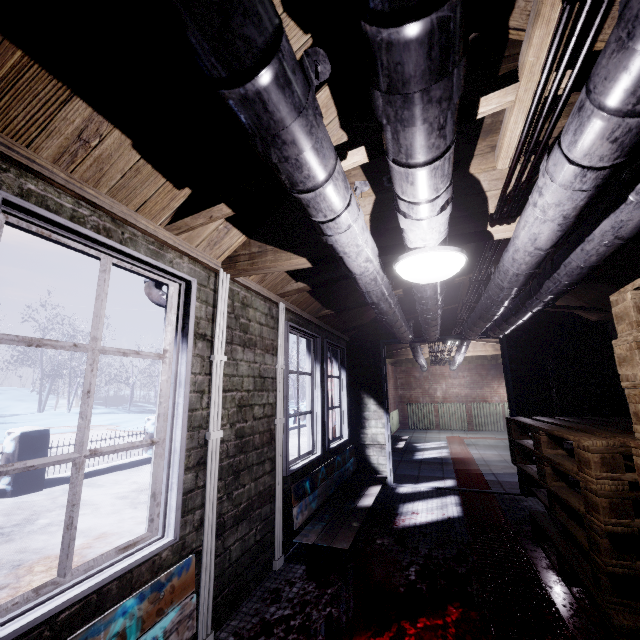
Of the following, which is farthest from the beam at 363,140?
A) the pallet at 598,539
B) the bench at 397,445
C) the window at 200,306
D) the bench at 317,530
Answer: the bench at 397,445

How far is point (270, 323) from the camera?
2.6 meters

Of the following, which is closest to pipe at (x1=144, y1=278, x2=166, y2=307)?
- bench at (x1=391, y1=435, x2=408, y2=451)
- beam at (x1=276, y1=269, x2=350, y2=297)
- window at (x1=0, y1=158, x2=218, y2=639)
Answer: window at (x1=0, y1=158, x2=218, y2=639)

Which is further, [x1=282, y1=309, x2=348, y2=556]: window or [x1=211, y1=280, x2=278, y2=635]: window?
[x1=282, y1=309, x2=348, y2=556]: window

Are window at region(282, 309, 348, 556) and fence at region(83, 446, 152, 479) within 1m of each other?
no

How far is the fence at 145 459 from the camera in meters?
5.7

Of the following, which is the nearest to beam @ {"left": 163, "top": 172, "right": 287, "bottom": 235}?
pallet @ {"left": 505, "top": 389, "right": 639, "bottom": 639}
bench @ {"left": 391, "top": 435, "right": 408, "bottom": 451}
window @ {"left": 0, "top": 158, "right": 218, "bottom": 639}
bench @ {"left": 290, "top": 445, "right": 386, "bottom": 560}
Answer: window @ {"left": 0, "top": 158, "right": 218, "bottom": 639}

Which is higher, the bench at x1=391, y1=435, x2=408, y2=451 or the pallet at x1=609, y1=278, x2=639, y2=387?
the pallet at x1=609, y1=278, x2=639, y2=387
